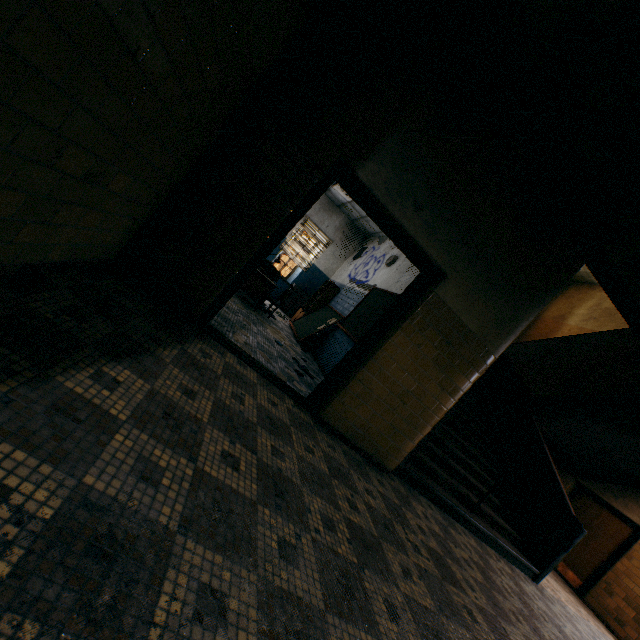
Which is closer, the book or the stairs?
the stairs

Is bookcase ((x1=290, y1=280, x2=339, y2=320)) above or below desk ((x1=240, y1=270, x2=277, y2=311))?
above

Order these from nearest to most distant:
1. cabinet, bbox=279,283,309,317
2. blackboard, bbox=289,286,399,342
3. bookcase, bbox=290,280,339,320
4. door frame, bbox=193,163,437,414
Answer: door frame, bbox=193,163,437,414, blackboard, bbox=289,286,399,342, bookcase, bbox=290,280,339,320, cabinet, bbox=279,283,309,317

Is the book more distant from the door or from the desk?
the door

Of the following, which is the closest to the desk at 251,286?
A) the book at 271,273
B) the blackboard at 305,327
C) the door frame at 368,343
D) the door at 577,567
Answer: the book at 271,273

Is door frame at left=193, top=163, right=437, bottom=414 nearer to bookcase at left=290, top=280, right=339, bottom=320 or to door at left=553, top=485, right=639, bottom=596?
bookcase at left=290, top=280, right=339, bottom=320

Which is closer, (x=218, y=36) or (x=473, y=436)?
(x=218, y=36)

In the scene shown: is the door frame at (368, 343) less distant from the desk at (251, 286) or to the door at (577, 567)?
the desk at (251, 286)
